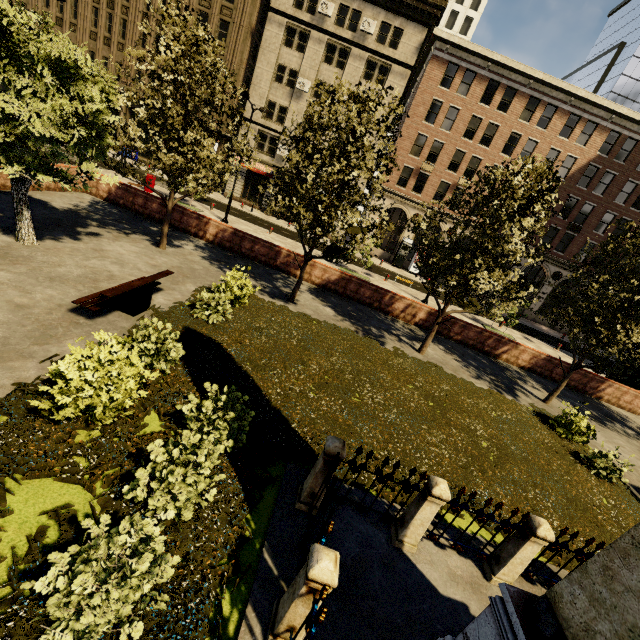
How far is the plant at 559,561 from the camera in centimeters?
613cm

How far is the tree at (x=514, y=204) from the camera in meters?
10.1

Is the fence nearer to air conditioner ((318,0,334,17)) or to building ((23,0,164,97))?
building ((23,0,164,97))

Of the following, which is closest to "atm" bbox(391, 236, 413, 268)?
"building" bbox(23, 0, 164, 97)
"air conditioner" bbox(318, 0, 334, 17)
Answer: "building" bbox(23, 0, 164, 97)

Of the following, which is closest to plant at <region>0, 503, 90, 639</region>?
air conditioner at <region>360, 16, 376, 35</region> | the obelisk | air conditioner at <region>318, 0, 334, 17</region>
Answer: the obelisk

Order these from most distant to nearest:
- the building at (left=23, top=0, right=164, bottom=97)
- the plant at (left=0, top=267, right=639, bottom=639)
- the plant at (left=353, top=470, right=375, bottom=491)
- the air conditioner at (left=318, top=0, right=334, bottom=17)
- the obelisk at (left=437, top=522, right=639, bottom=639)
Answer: the building at (left=23, top=0, right=164, bottom=97)
the air conditioner at (left=318, top=0, right=334, bottom=17)
the plant at (left=353, top=470, right=375, bottom=491)
the plant at (left=0, top=267, right=639, bottom=639)
the obelisk at (left=437, top=522, right=639, bottom=639)

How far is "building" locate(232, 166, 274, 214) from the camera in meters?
34.1 m

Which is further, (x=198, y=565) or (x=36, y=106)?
(x=36, y=106)
